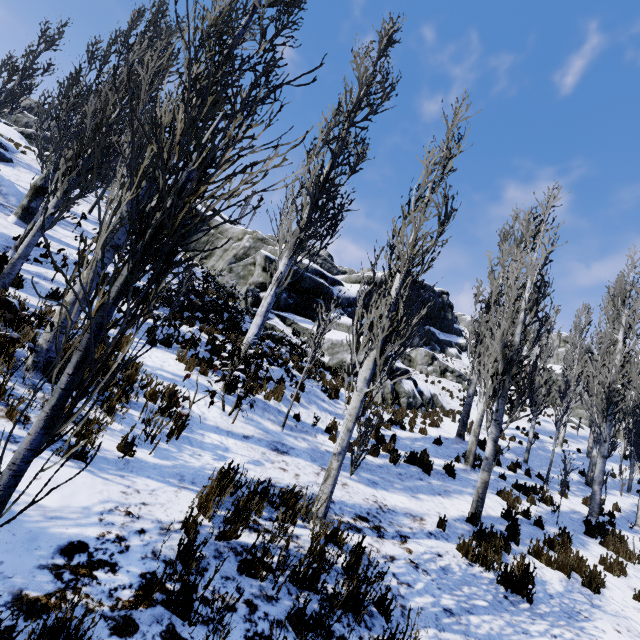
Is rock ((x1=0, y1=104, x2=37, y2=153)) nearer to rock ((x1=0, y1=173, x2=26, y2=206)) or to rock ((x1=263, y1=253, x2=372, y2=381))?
rock ((x1=263, y1=253, x2=372, y2=381))

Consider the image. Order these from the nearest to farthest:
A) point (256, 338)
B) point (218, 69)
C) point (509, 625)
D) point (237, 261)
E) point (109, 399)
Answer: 1. point (509, 625)
2. point (109, 399)
3. point (218, 69)
4. point (256, 338)
5. point (237, 261)

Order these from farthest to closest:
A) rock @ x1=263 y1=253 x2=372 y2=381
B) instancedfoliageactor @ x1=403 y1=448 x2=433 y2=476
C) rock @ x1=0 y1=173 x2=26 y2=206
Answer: A:
1. rock @ x1=263 y1=253 x2=372 y2=381
2. rock @ x1=0 y1=173 x2=26 y2=206
3. instancedfoliageactor @ x1=403 y1=448 x2=433 y2=476

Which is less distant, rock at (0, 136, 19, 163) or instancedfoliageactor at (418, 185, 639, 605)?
instancedfoliageactor at (418, 185, 639, 605)

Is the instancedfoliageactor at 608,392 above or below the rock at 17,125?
below

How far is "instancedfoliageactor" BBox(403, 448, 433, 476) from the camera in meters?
9.0

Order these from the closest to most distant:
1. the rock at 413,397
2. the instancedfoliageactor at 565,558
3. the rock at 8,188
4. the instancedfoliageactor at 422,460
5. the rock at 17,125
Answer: the instancedfoliageactor at 565,558, the instancedfoliageactor at 422,460, the rock at 8,188, the rock at 413,397, the rock at 17,125

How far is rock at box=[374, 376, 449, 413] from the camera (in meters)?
16.33
